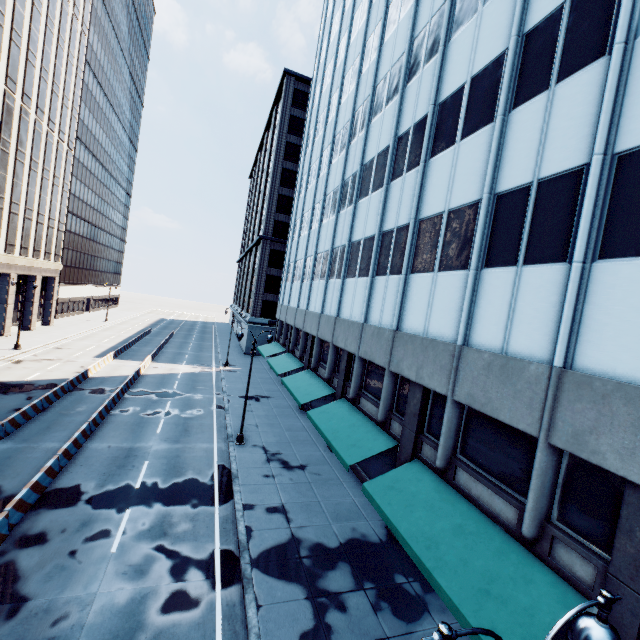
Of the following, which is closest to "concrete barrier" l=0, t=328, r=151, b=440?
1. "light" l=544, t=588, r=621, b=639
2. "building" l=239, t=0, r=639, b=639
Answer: "light" l=544, t=588, r=621, b=639

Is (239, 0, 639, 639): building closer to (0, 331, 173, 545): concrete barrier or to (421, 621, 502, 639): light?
(421, 621, 502, 639): light

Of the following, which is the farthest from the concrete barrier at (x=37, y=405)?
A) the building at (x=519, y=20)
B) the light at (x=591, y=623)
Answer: the building at (x=519, y=20)

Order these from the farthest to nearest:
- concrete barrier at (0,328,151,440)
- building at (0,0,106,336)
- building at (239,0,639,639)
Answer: building at (0,0,106,336), concrete barrier at (0,328,151,440), building at (239,0,639,639)

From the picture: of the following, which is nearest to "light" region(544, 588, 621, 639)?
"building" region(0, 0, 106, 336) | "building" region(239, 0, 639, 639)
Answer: "building" region(239, 0, 639, 639)

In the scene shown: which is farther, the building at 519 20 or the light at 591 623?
the building at 519 20

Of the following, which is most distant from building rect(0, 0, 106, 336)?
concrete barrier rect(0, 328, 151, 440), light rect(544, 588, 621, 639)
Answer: light rect(544, 588, 621, 639)

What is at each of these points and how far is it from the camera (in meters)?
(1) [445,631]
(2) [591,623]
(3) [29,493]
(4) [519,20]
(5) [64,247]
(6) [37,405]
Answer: (1) light, 2.39
(2) light, 3.02
(3) concrete barrier, 12.79
(4) building, 11.17
(5) building, 56.75
(6) concrete barrier, 20.77
